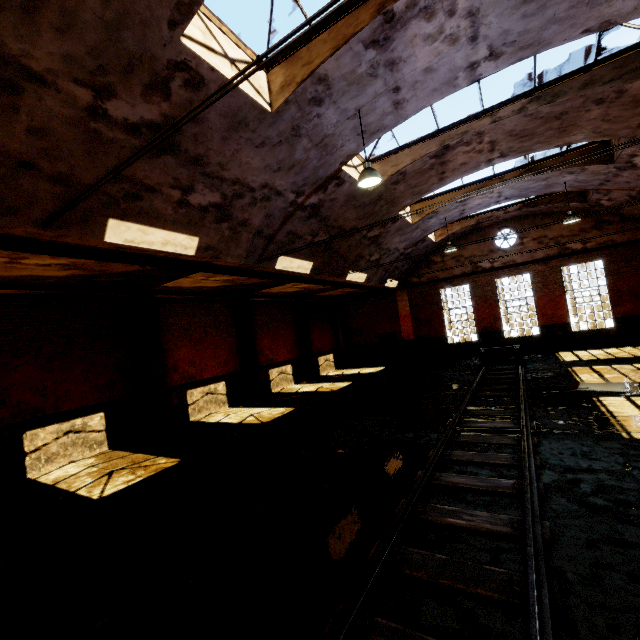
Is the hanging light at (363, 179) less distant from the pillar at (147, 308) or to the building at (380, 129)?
the building at (380, 129)

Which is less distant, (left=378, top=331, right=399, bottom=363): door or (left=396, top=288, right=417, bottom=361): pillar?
(left=396, top=288, right=417, bottom=361): pillar

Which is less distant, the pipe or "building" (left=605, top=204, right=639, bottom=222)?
the pipe

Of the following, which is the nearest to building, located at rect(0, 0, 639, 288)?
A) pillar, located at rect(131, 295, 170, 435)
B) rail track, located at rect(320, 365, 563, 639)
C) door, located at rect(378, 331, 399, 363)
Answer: door, located at rect(378, 331, 399, 363)

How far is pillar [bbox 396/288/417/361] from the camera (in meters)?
21.64

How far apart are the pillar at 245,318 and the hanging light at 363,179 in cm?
992

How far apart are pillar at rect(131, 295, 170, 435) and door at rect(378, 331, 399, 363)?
15.0m

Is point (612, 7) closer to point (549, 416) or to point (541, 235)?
point (549, 416)
